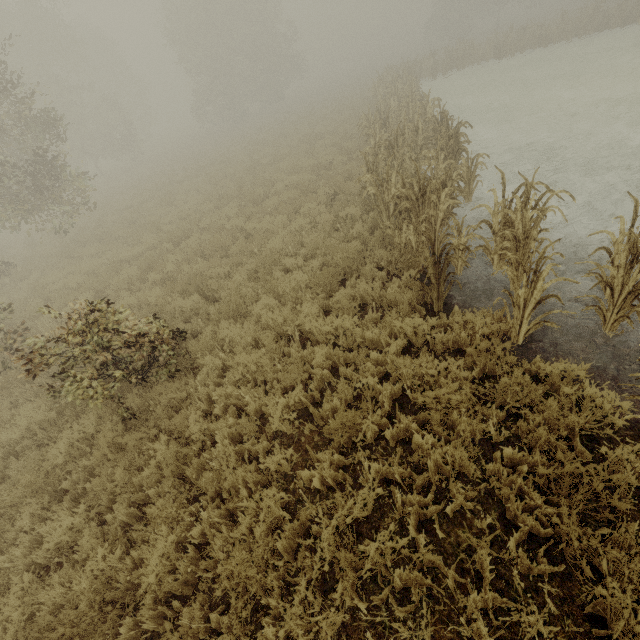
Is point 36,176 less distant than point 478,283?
No

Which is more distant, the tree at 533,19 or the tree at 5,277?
the tree at 5,277

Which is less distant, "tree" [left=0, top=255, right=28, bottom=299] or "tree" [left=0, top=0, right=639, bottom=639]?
"tree" [left=0, top=0, right=639, bottom=639]
